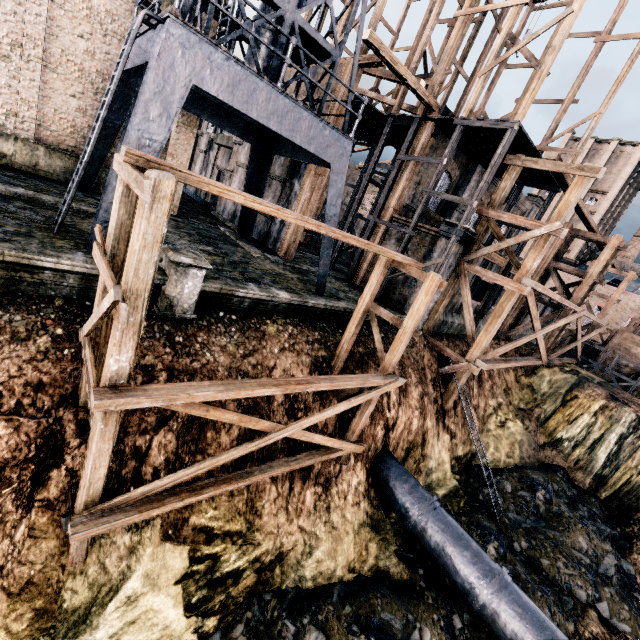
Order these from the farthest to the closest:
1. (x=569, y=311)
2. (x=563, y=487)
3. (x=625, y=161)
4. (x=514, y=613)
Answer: (x=625, y=161) → (x=569, y=311) → (x=563, y=487) → (x=514, y=613)

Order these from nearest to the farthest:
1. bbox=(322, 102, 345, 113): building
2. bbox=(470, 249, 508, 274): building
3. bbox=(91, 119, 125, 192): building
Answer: bbox=(91, 119, 125, 192): building → bbox=(322, 102, 345, 113): building → bbox=(470, 249, 508, 274): building

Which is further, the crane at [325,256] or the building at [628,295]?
the building at [628,295]

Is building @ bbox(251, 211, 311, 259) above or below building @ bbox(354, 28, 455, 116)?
below

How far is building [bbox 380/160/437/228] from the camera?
20.16m

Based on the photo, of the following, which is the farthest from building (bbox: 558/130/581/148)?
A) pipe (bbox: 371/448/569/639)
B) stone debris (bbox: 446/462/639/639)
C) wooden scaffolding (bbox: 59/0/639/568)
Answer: pipe (bbox: 371/448/569/639)

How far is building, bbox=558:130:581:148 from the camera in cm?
5412

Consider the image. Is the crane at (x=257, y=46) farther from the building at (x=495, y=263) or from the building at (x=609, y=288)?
the building at (x=609, y=288)
